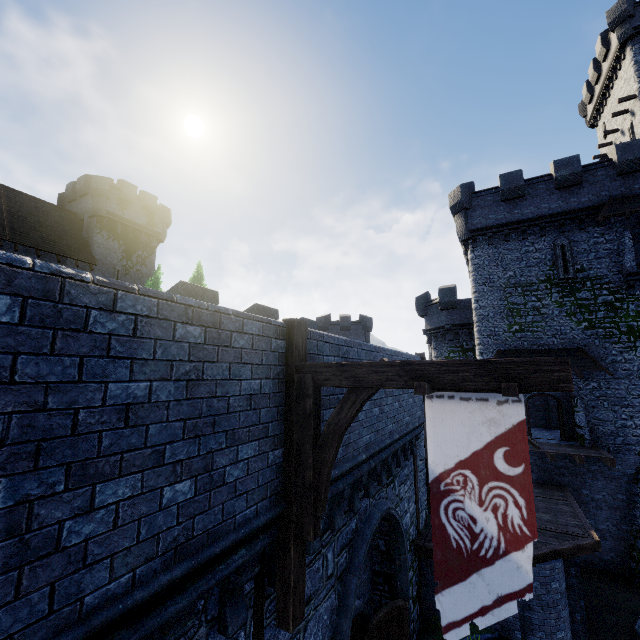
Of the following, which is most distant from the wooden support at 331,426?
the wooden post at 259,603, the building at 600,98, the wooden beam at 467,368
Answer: the building at 600,98

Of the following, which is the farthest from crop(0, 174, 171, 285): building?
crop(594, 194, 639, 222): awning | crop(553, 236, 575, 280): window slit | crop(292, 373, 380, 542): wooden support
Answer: crop(594, 194, 639, 222): awning

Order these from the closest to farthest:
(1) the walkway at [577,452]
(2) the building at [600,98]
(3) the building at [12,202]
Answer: (1) the walkway at [577,452] → (2) the building at [600,98] → (3) the building at [12,202]

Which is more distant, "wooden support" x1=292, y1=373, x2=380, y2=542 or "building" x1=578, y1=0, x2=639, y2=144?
"building" x1=578, y1=0, x2=639, y2=144

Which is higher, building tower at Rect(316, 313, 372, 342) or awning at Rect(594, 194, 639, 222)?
awning at Rect(594, 194, 639, 222)

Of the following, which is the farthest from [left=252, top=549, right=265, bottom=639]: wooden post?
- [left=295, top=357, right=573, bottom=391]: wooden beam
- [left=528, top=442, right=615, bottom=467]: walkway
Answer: [left=528, top=442, right=615, bottom=467]: walkway

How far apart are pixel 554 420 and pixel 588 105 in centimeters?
3279cm

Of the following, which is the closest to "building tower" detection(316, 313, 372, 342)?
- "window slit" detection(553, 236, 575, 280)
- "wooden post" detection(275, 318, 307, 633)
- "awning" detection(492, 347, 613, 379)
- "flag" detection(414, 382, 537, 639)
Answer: "awning" detection(492, 347, 613, 379)
